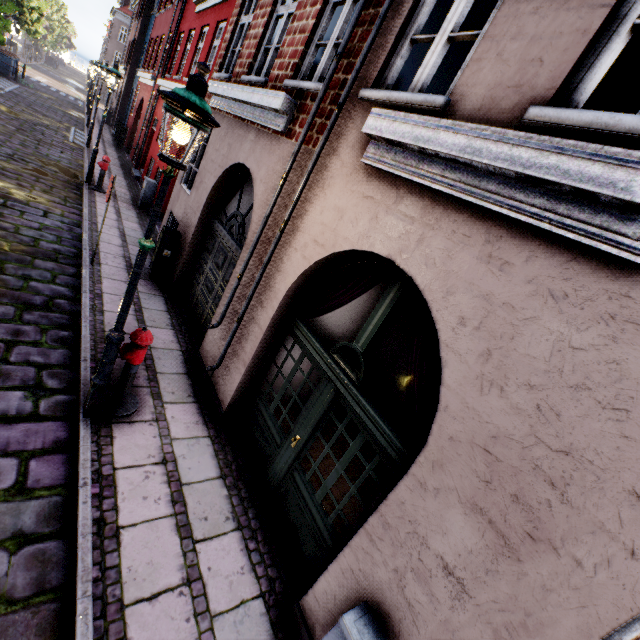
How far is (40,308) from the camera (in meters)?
5.23

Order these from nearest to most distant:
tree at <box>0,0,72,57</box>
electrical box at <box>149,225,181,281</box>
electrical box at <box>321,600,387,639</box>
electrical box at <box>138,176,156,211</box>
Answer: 1. electrical box at <box>321,600,387,639</box>
2. electrical box at <box>149,225,181,281</box>
3. electrical box at <box>138,176,156,211</box>
4. tree at <box>0,0,72,57</box>

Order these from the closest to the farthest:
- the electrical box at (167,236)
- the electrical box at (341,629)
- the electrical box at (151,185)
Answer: Result: the electrical box at (341,629) → the electrical box at (167,236) → the electrical box at (151,185)

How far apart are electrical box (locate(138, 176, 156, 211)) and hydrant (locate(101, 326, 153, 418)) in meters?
9.8 m

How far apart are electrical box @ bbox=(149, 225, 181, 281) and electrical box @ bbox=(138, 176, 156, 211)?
5.6 meters

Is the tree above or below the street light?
above

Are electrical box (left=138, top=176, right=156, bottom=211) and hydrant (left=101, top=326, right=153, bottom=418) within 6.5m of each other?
no

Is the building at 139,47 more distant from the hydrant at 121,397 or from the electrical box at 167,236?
the hydrant at 121,397
